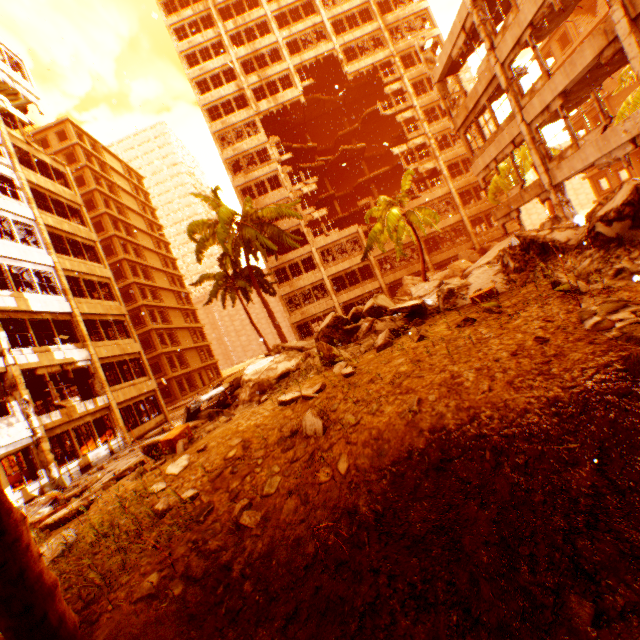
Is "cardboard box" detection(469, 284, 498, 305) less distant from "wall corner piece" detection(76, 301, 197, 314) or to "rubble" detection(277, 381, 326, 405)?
"rubble" detection(277, 381, 326, 405)

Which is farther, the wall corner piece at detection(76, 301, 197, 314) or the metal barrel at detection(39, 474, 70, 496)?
the wall corner piece at detection(76, 301, 197, 314)

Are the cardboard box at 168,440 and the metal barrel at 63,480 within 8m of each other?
no

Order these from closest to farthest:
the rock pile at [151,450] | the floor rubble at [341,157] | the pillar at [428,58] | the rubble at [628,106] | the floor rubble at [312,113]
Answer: the rock pile at [151,450], the pillar at [428,58], the rubble at [628,106], the floor rubble at [312,113], the floor rubble at [341,157]

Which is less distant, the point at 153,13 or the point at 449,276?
the point at 153,13

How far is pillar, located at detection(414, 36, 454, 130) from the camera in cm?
1961

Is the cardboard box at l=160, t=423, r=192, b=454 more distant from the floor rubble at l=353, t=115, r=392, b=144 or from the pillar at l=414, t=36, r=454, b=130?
the floor rubble at l=353, t=115, r=392, b=144

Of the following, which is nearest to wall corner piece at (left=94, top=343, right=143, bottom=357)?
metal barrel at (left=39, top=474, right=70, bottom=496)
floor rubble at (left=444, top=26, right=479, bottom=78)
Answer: metal barrel at (left=39, top=474, right=70, bottom=496)
